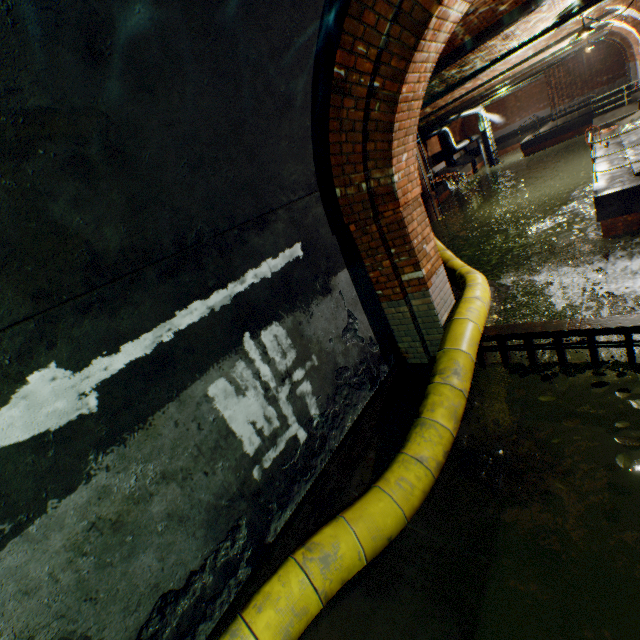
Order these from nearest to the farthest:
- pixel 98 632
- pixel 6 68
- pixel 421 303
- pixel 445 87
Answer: pixel 6 68, pixel 98 632, pixel 421 303, pixel 445 87

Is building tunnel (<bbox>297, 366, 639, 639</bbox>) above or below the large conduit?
below

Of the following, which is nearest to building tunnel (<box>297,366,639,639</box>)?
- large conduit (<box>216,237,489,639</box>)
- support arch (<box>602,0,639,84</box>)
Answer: large conduit (<box>216,237,489,639</box>)

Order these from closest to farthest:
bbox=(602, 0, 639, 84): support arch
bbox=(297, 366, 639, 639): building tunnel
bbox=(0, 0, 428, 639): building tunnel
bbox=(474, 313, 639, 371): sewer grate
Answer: bbox=(0, 0, 428, 639): building tunnel
bbox=(297, 366, 639, 639): building tunnel
bbox=(474, 313, 639, 371): sewer grate
bbox=(602, 0, 639, 84): support arch

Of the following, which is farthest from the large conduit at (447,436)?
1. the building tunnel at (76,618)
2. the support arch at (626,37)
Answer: the support arch at (626,37)

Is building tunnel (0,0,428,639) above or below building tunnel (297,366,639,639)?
above

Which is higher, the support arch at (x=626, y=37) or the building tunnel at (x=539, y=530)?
the support arch at (x=626, y=37)

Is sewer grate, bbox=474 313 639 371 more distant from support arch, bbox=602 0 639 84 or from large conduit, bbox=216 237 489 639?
support arch, bbox=602 0 639 84
